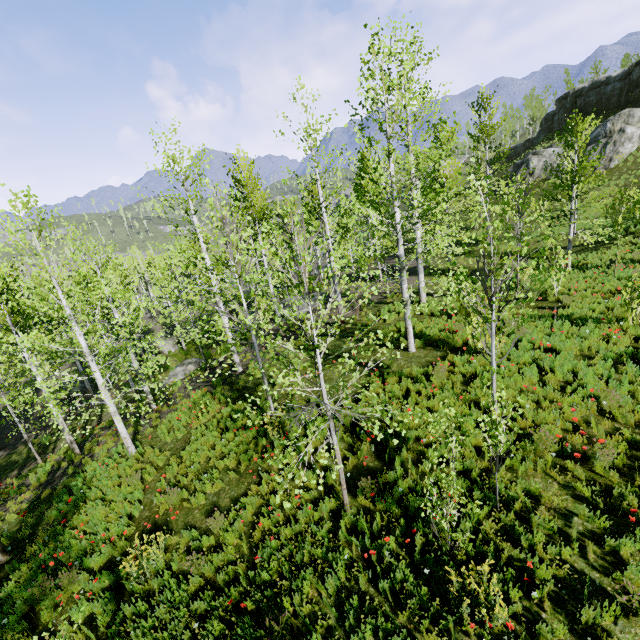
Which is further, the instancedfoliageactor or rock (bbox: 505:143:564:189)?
rock (bbox: 505:143:564:189)

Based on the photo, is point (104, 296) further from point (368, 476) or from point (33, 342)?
point (33, 342)

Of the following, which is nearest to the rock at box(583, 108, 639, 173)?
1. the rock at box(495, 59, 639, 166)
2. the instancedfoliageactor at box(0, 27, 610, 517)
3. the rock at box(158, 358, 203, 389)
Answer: the rock at box(495, 59, 639, 166)

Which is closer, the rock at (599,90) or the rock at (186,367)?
the rock at (186,367)

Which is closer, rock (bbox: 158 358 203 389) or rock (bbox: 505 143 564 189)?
rock (bbox: 158 358 203 389)

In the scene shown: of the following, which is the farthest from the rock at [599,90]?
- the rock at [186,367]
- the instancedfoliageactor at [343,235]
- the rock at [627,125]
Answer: the instancedfoliageactor at [343,235]

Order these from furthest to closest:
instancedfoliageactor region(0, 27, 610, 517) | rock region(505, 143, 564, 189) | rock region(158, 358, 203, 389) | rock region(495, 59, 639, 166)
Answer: rock region(505, 143, 564, 189) < rock region(495, 59, 639, 166) < rock region(158, 358, 203, 389) < instancedfoliageactor region(0, 27, 610, 517)
